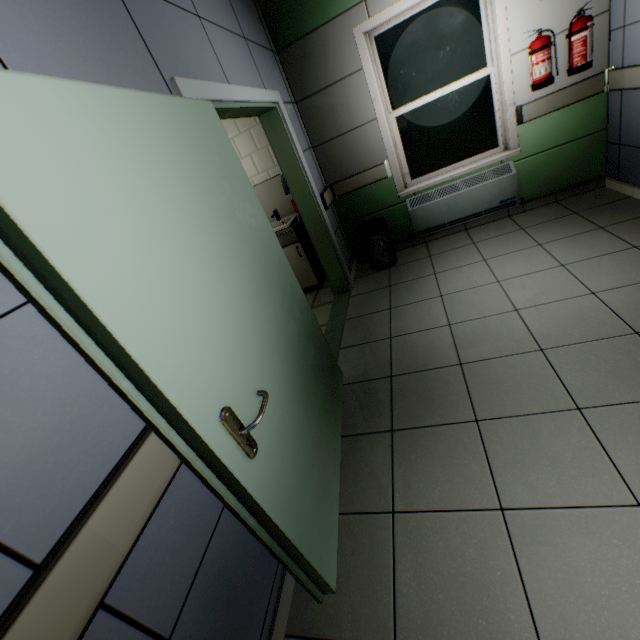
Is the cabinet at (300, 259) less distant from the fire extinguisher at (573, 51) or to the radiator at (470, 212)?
the radiator at (470, 212)

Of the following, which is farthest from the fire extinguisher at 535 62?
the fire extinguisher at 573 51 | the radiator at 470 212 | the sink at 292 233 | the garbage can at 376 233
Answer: the sink at 292 233

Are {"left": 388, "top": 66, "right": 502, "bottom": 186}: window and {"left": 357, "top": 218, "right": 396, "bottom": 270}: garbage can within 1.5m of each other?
yes

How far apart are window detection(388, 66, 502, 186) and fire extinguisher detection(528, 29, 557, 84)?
0.3m

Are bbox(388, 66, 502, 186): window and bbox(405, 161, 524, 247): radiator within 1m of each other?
yes

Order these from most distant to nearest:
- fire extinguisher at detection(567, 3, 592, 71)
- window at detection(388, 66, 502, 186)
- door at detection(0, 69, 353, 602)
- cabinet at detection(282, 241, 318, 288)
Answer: cabinet at detection(282, 241, 318, 288)
window at detection(388, 66, 502, 186)
fire extinguisher at detection(567, 3, 592, 71)
door at detection(0, 69, 353, 602)

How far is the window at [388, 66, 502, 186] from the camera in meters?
3.5

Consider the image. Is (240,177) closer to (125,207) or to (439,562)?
(125,207)
